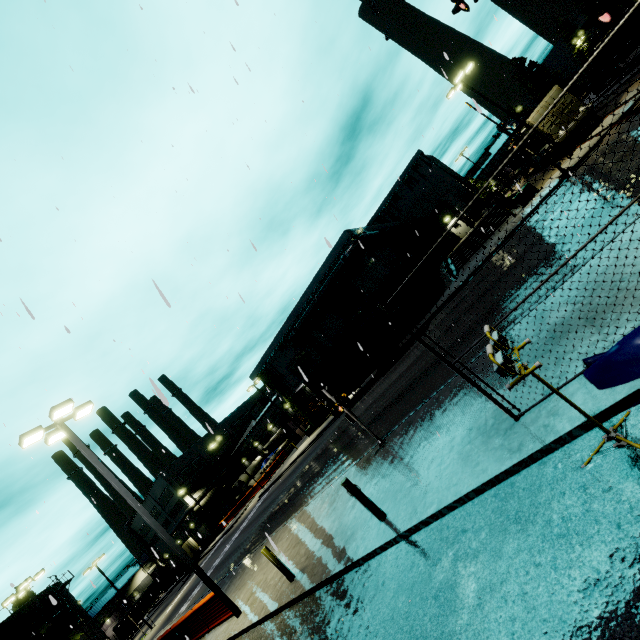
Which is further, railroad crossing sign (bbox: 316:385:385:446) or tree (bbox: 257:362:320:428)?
tree (bbox: 257:362:320:428)

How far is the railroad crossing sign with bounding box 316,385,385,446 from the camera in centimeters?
1137cm

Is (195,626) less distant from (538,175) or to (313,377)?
(313,377)

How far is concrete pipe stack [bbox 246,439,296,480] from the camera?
50.91m

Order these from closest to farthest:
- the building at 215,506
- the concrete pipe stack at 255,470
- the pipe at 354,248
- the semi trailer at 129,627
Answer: the pipe at 354,248 → the concrete pipe stack at 255,470 → the semi trailer at 129,627 → the building at 215,506

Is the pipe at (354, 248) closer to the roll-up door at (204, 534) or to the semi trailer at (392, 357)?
the semi trailer at (392, 357)

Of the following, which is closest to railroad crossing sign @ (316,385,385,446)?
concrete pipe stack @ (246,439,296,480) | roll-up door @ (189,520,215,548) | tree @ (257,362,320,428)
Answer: concrete pipe stack @ (246,439,296,480)

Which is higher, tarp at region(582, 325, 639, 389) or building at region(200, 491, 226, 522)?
building at region(200, 491, 226, 522)
